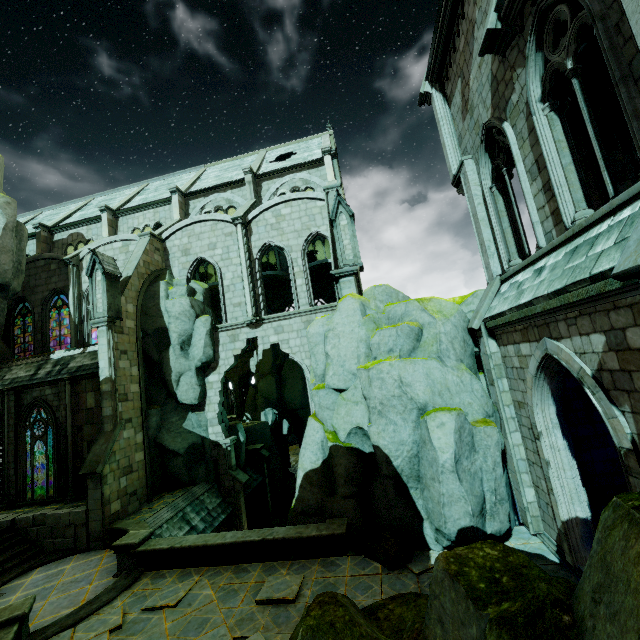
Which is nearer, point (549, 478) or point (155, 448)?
point (549, 478)

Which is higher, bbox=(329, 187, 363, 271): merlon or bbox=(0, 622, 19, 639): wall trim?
bbox=(329, 187, 363, 271): merlon

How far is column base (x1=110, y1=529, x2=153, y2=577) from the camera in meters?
10.7 m

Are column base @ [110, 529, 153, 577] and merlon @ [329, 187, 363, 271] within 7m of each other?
no

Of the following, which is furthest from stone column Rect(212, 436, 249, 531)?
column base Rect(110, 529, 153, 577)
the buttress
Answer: column base Rect(110, 529, 153, 577)

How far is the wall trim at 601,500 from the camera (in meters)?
8.72

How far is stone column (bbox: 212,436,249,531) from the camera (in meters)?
17.33

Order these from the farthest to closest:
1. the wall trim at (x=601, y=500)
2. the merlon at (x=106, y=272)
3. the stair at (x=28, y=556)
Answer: the merlon at (x=106, y=272)
the stair at (x=28, y=556)
the wall trim at (x=601, y=500)
